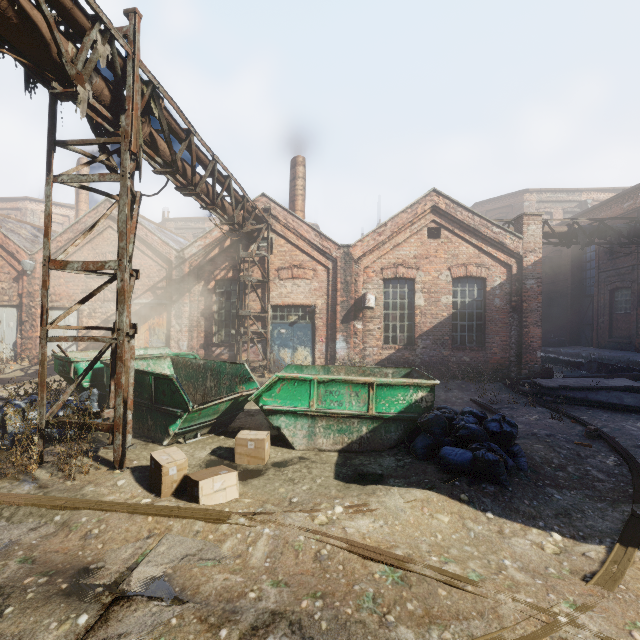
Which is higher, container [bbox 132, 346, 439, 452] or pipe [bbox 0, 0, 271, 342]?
pipe [bbox 0, 0, 271, 342]

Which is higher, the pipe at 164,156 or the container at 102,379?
the pipe at 164,156

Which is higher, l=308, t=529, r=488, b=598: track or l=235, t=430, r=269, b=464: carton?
l=235, t=430, r=269, b=464: carton

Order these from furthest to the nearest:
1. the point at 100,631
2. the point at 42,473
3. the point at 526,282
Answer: the point at 526,282 < the point at 42,473 < the point at 100,631

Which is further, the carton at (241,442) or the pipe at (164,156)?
the carton at (241,442)

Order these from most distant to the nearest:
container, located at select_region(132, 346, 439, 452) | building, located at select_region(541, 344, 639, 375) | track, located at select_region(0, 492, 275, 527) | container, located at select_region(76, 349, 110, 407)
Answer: building, located at select_region(541, 344, 639, 375)
container, located at select_region(76, 349, 110, 407)
container, located at select_region(132, 346, 439, 452)
track, located at select_region(0, 492, 275, 527)

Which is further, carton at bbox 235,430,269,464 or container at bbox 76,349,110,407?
container at bbox 76,349,110,407

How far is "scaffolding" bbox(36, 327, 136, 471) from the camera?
4.8m
